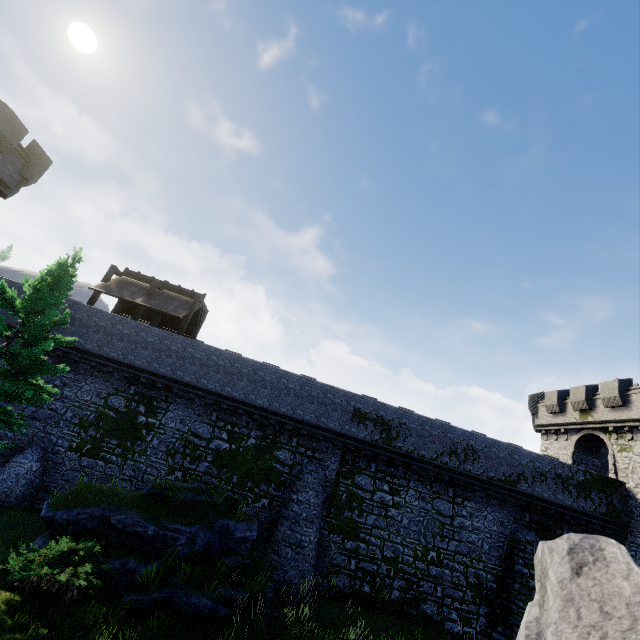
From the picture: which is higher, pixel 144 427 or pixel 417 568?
pixel 144 427

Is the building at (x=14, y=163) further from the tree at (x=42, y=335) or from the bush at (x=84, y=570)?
the bush at (x=84, y=570)

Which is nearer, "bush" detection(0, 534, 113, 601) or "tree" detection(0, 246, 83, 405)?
"bush" detection(0, 534, 113, 601)

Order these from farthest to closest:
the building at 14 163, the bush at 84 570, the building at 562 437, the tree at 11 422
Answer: the building at 562 437
the building at 14 163
the tree at 11 422
the bush at 84 570

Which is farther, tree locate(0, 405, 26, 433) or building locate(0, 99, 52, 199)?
building locate(0, 99, 52, 199)

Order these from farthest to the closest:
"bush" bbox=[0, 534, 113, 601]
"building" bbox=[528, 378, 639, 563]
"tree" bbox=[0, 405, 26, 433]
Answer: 1. "building" bbox=[528, 378, 639, 563]
2. "tree" bbox=[0, 405, 26, 433]
3. "bush" bbox=[0, 534, 113, 601]

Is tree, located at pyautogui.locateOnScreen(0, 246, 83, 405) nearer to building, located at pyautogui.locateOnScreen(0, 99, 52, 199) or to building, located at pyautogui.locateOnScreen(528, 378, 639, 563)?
building, located at pyautogui.locateOnScreen(0, 99, 52, 199)
